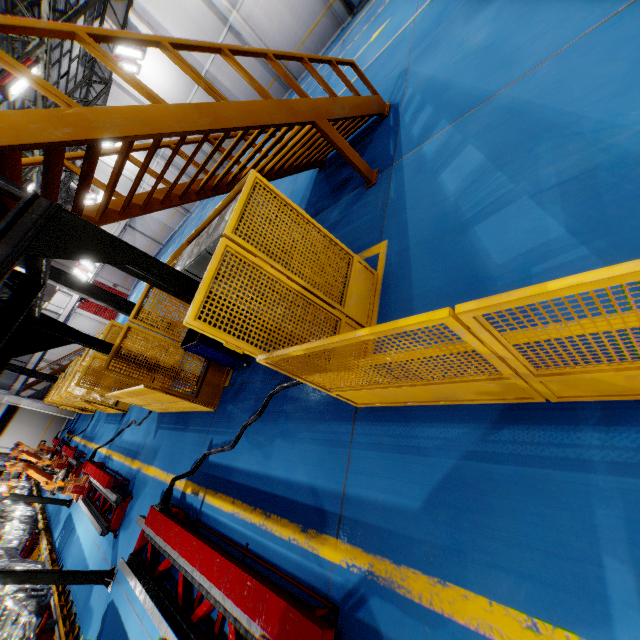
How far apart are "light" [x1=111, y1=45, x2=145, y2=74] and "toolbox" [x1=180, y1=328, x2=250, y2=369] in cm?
1951

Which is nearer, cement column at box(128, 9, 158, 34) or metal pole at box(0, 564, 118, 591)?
metal pole at box(0, 564, 118, 591)

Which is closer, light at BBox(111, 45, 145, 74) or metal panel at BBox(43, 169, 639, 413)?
metal panel at BBox(43, 169, 639, 413)

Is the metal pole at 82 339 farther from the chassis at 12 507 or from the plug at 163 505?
the chassis at 12 507

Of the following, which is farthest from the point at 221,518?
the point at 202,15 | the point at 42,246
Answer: the point at 202,15

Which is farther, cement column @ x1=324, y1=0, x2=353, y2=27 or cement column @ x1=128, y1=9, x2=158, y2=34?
cement column @ x1=128, y1=9, x2=158, y2=34

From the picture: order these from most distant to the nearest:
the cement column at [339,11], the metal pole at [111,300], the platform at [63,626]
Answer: the cement column at [339,11] < the metal pole at [111,300] < the platform at [63,626]

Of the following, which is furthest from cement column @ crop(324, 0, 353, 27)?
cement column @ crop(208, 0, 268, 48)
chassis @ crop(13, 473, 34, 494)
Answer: Result: chassis @ crop(13, 473, 34, 494)
